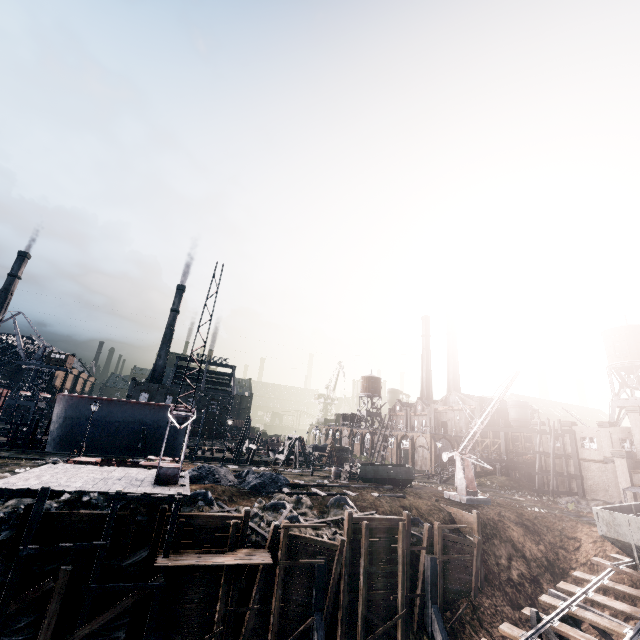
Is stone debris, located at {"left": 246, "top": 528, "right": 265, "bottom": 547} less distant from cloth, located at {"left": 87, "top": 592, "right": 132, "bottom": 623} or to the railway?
cloth, located at {"left": 87, "top": 592, "right": 132, "bottom": 623}

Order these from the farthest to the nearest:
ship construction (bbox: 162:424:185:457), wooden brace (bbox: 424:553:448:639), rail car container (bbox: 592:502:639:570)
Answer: ship construction (bbox: 162:424:185:457), wooden brace (bbox: 424:553:448:639), rail car container (bbox: 592:502:639:570)

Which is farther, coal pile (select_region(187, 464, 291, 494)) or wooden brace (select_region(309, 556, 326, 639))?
coal pile (select_region(187, 464, 291, 494))

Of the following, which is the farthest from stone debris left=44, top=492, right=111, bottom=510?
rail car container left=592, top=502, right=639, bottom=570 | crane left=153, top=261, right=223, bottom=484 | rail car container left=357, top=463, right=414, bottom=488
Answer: rail car container left=592, top=502, right=639, bottom=570

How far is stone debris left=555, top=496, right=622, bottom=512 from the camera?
35.7m

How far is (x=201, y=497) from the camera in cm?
2238

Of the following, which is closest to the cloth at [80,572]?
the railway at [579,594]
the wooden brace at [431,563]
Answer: the railway at [579,594]

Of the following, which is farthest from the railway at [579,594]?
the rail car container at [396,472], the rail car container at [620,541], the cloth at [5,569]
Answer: the cloth at [5,569]
